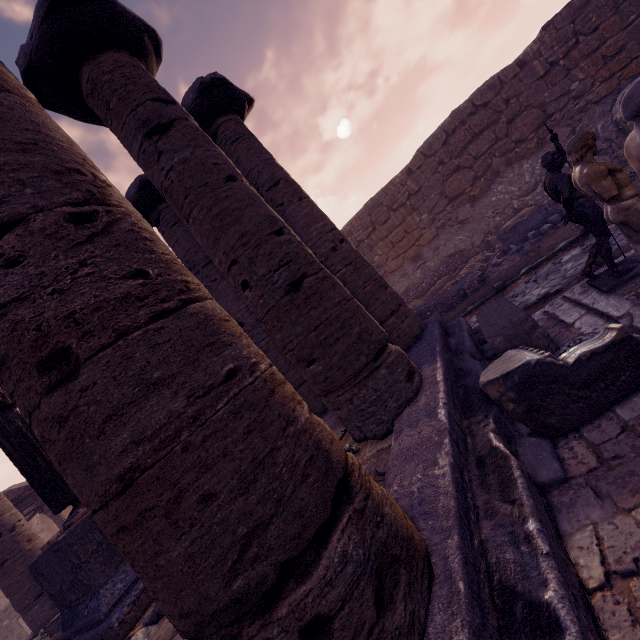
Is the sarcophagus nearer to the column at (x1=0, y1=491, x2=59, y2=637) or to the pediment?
the column at (x1=0, y1=491, x2=59, y2=637)

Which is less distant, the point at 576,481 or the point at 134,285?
the point at 134,285

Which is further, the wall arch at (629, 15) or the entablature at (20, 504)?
the entablature at (20, 504)

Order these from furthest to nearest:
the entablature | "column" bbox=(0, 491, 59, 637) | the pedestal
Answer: the entablature → "column" bbox=(0, 491, 59, 637) → the pedestal

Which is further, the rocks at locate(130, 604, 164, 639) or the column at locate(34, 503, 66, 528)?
the column at locate(34, 503, 66, 528)

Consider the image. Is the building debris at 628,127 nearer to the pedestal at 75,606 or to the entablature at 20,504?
the pedestal at 75,606

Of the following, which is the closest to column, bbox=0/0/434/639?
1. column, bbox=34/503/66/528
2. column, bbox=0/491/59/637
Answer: column, bbox=0/491/59/637

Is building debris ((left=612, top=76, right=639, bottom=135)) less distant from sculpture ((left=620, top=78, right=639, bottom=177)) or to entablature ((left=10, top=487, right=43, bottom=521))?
sculpture ((left=620, top=78, right=639, bottom=177))
